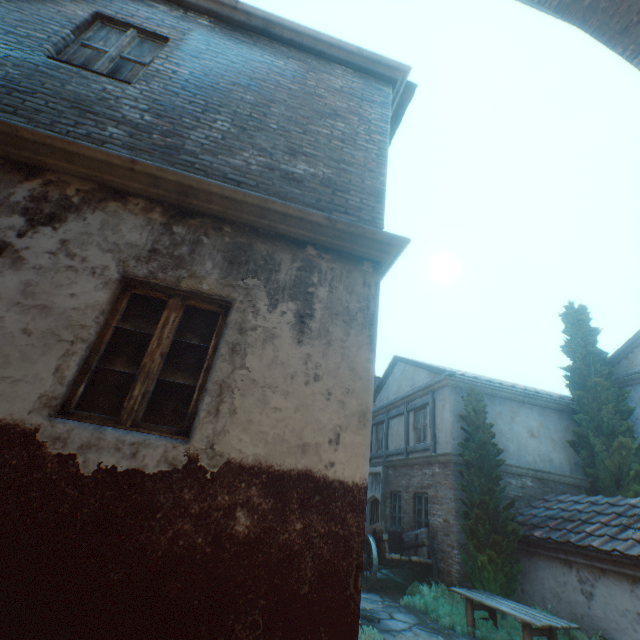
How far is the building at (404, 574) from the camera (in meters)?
10.88

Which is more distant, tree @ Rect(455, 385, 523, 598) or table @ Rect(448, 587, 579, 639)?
tree @ Rect(455, 385, 523, 598)

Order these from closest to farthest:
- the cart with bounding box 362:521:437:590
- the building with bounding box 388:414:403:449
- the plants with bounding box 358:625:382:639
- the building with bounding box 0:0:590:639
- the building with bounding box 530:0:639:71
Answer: the building with bounding box 0:0:590:639
the building with bounding box 530:0:639:71
the plants with bounding box 358:625:382:639
the cart with bounding box 362:521:437:590
the building with bounding box 388:414:403:449

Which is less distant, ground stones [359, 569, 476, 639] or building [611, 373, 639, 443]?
ground stones [359, 569, 476, 639]

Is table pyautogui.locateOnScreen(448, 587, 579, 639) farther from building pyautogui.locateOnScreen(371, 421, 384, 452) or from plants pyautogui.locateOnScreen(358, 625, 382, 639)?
plants pyautogui.locateOnScreen(358, 625, 382, 639)

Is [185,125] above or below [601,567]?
above

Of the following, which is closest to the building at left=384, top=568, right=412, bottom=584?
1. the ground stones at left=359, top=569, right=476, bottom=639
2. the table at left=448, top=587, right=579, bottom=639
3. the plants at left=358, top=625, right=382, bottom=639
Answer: the ground stones at left=359, top=569, right=476, bottom=639

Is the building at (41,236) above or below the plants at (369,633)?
above
